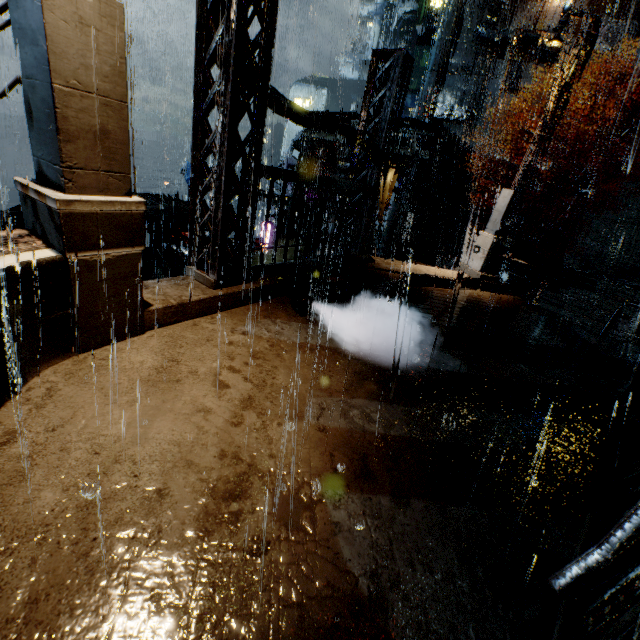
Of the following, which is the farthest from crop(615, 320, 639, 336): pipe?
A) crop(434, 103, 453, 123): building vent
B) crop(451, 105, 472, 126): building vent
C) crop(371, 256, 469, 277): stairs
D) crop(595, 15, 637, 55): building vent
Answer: crop(434, 103, 453, 123): building vent

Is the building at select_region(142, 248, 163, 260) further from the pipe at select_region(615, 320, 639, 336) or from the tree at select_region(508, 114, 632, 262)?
the tree at select_region(508, 114, 632, 262)

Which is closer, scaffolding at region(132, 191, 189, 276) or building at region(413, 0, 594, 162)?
scaffolding at region(132, 191, 189, 276)

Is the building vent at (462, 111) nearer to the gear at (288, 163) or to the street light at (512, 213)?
the gear at (288, 163)

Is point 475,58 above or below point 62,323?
above

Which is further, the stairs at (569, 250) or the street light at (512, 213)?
the stairs at (569, 250)

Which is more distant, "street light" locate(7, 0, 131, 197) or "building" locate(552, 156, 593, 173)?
"building" locate(552, 156, 593, 173)

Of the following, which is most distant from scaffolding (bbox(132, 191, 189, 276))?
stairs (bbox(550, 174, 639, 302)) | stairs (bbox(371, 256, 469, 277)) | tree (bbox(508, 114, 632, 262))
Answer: stairs (bbox(550, 174, 639, 302))
